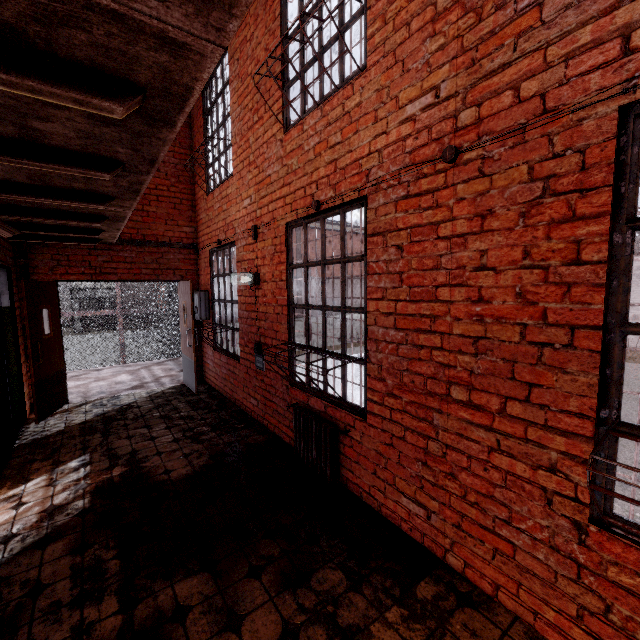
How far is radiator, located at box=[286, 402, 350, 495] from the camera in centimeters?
318cm

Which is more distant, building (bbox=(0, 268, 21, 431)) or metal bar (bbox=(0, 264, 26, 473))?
building (bbox=(0, 268, 21, 431))

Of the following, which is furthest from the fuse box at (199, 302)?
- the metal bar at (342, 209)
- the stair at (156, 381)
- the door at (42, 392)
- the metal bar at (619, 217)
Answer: the metal bar at (619, 217)

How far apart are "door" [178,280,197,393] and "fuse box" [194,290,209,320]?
0.18m

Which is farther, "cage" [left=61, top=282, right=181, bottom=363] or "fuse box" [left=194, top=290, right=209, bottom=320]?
"cage" [left=61, top=282, right=181, bottom=363]

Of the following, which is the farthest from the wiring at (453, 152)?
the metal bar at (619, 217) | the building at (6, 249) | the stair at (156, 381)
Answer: the stair at (156, 381)

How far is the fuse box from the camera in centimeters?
637cm

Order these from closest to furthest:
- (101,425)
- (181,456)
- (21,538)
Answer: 1. (21,538)
2. (181,456)
3. (101,425)
